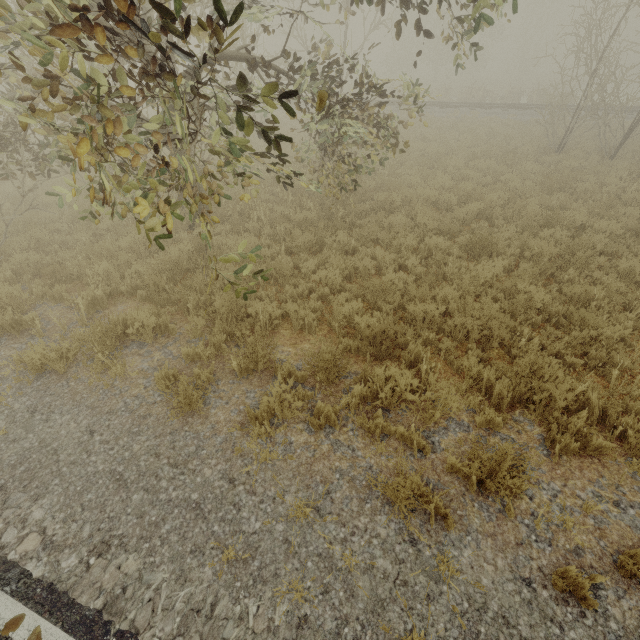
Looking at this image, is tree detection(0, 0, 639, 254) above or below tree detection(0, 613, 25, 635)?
above

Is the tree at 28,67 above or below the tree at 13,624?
above

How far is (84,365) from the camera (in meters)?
4.91
